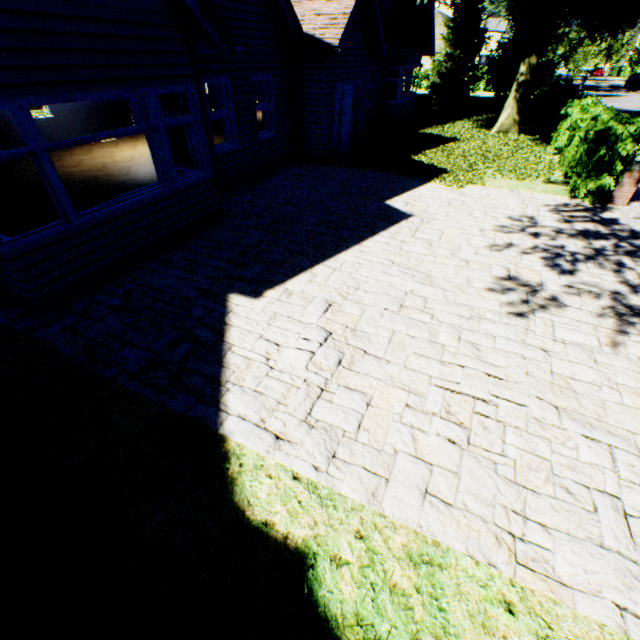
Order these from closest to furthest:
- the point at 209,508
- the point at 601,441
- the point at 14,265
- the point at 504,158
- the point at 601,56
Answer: the point at 209,508, the point at 601,441, the point at 14,265, the point at 504,158, the point at 601,56

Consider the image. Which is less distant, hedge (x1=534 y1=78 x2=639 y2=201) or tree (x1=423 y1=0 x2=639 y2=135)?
hedge (x1=534 y1=78 x2=639 y2=201)

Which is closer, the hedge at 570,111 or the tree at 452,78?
the hedge at 570,111
